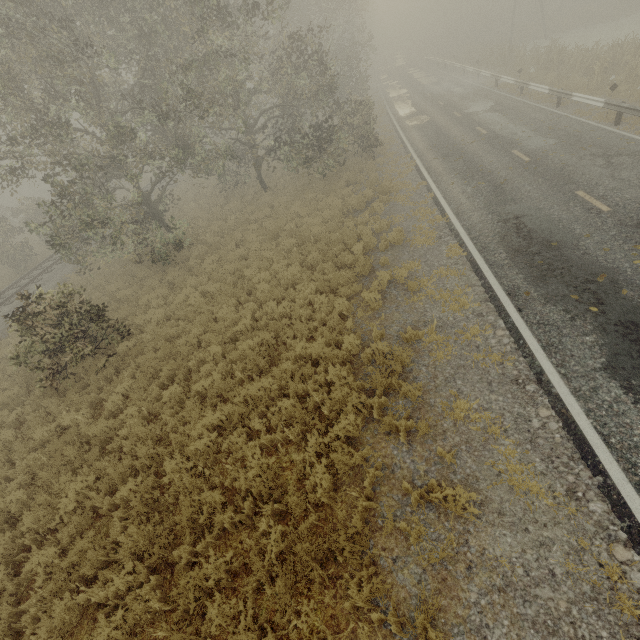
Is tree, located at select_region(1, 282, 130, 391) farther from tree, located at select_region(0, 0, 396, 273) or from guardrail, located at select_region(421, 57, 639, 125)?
guardrail, located at select_region(421, 57, 639, 125)

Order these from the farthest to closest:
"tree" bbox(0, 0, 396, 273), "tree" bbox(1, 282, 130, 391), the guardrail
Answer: the guardrail < "tree" bbox(0, 0, 396, 273) < "tree" bbox(1, 282, 130, 391)

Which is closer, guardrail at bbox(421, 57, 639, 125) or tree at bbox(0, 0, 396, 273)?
tree at bbox(0, 0, 396, 273)

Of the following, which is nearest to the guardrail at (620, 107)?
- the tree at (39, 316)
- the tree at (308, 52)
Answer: the tree at (308, 52)

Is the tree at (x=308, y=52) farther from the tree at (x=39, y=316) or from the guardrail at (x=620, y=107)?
the guardrail at (x=620, y=107)

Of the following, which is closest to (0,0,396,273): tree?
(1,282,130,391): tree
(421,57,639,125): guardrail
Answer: (1,282,130,391): tree

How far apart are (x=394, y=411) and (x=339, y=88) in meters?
28.9
